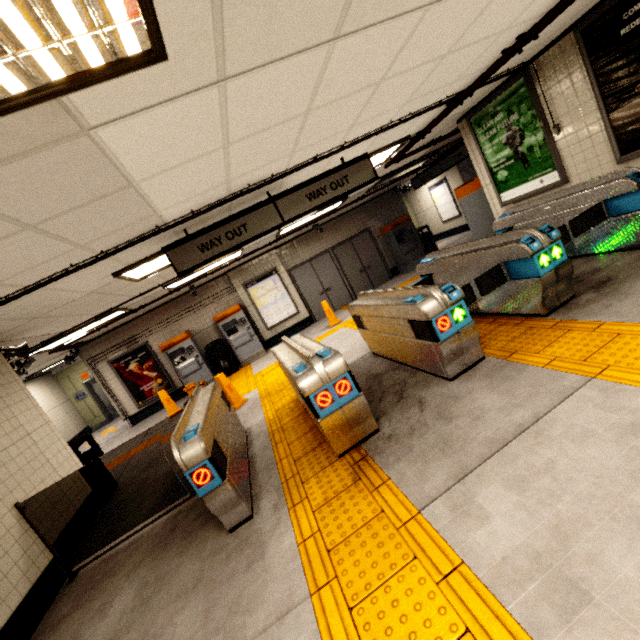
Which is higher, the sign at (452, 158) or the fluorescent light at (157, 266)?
the fluorescent light at (157, 266)

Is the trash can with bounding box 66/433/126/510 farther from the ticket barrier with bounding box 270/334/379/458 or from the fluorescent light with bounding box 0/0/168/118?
the fluorescent light with bounding box 0/0/168/118

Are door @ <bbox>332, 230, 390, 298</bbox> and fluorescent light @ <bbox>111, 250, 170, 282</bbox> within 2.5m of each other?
no

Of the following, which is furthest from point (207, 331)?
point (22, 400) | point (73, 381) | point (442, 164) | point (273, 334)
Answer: point (442, 164)

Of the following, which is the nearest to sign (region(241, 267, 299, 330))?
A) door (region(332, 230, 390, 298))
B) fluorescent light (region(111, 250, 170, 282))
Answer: door (region(332, 230, 390, 298))

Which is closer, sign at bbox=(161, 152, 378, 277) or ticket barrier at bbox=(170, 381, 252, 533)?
ticket barrier at bbox=(170, 381, 252, 533)

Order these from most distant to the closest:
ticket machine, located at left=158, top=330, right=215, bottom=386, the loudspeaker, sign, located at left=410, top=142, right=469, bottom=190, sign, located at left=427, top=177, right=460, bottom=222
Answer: sign, located at left=427, top=177, right=460, bottom=222 → ticket machine, located at left=158, top=330, right=215, bottom=386 → sign, located at left=410, top=142, right=469, bottom=190 → the loudspeaker

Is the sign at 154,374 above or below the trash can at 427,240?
above
